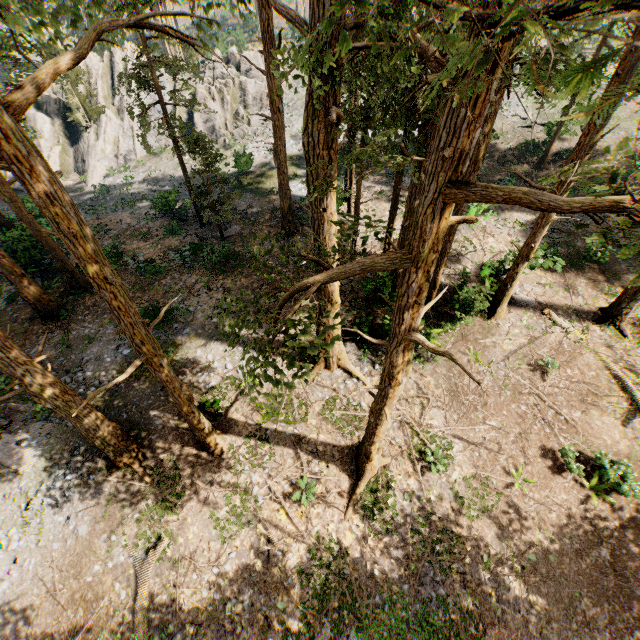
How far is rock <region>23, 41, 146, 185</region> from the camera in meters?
31.8 m

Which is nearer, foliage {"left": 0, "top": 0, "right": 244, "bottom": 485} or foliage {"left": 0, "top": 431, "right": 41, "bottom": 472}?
foliage {"left": 0, "top": 0, "right": 244, "bottom": 485}

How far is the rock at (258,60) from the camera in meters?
34.8

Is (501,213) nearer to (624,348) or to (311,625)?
(624,348)

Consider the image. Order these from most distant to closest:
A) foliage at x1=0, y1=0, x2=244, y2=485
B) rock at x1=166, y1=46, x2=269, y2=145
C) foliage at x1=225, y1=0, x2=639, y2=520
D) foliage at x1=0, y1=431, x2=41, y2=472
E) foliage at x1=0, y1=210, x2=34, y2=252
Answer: rock at x1=166, y1=46, x2=269, y2=145 < foliage at x1=0, y1=210, x2=34, y2=252 < foliage at x1=0, y1=431, x2=41, y2=472 < foliage at x1=0, y1=0, x2=244, y2=485 < foliage at x1=225, y1=0, x2=639, y2=520

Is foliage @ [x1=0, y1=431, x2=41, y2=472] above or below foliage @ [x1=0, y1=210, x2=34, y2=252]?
below
